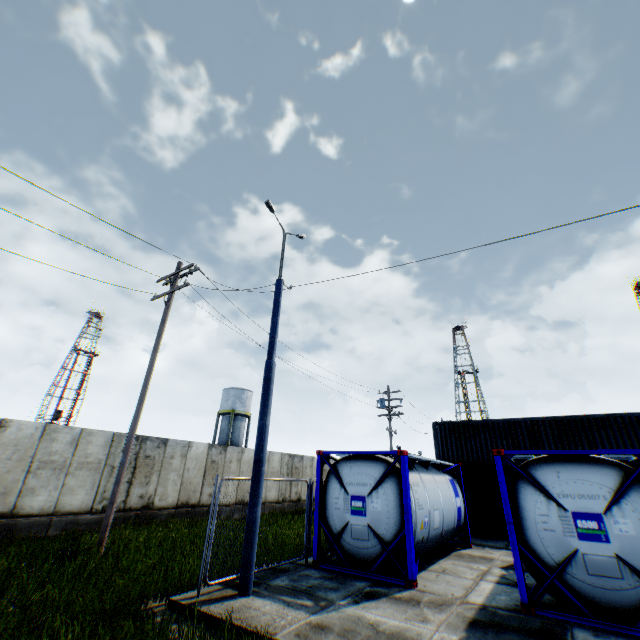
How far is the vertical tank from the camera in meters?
40.8 m

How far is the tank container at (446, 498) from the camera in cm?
830

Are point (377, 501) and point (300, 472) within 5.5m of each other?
no

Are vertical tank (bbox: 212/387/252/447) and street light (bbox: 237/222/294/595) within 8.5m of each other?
no

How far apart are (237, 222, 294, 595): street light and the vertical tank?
34.5m

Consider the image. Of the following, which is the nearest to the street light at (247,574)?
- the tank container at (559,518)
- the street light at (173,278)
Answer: the tank container at (559,518)

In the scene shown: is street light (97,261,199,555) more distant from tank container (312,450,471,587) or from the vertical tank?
the vertical tank

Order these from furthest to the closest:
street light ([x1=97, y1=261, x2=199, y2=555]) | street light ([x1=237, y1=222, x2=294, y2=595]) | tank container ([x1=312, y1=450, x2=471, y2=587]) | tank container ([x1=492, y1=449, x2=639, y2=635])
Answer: street light ([x1=97, y1=261, x2=199, y2=555]), tank container ([x1=312, y1=450, x2=471, y2=587]), street light ([x1=237, y1=222, x2=294, y2=595]), tank container ([x1=492, y1=449, x2=639, y2=635])
